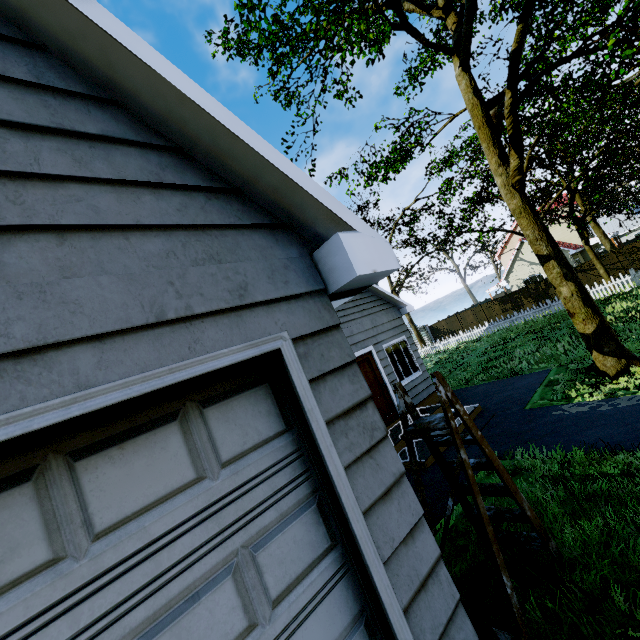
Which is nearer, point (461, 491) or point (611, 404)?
point (461, 491)

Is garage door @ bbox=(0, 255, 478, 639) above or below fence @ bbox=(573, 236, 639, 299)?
above

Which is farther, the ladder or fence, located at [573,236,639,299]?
fence, located at [573,236,639,299]

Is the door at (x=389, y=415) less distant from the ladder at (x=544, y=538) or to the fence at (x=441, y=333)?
the ladder at (x=544, y=538)

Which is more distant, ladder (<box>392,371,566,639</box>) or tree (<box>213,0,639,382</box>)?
tree (<box>213,0,639,382</box>)

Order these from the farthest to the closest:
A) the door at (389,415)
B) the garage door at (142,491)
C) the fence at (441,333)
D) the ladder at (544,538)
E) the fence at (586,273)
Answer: the fence at (441,333), the fence at (586,273), the door at (389,415), the ladder at (544,538), the garage door at (142,491)

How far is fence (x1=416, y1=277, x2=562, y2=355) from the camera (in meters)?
21.38
